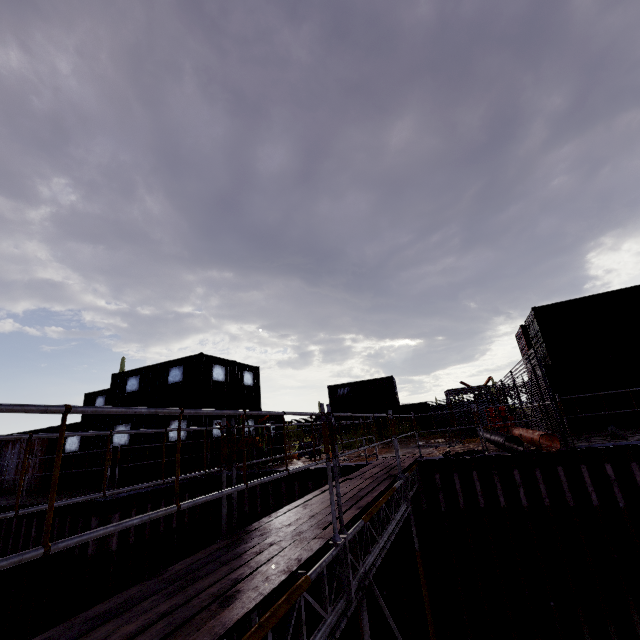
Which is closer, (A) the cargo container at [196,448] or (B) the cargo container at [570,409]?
(B) the cargo container at [570,409]

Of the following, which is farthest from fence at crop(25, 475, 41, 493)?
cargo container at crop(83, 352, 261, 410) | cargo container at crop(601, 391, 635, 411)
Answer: cargo container at crop(601, 391, 635, 411)

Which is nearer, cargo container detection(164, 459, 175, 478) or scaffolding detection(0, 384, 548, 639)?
scaffolding detection(0, 384, 548, 639)

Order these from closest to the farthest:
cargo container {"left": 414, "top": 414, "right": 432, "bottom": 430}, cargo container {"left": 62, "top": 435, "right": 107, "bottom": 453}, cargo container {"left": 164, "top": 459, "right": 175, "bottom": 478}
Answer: cargo container {"left": 164, "top": 459, "right": 175, "bottom": 478}, cargo container {"left": 62, "top": 435, "right": 107, "bottom": 453}, cargo container {"left": 414, "top": 414, "right": 432, "bottom": 430}

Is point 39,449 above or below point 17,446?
below

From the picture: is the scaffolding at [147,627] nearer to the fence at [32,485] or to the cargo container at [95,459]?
the cargo container at [95,459]

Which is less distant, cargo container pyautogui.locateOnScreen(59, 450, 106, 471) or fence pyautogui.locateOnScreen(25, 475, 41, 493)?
cargo container pyautogui.locateOnScreen(59, 450, 106, 471)
